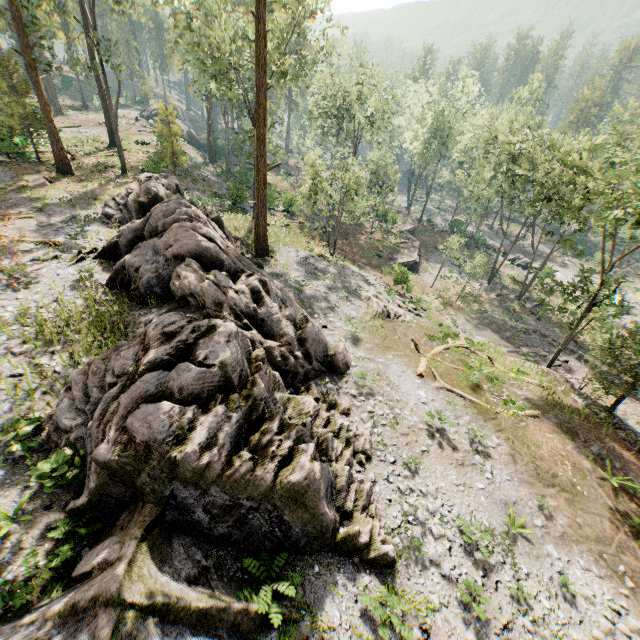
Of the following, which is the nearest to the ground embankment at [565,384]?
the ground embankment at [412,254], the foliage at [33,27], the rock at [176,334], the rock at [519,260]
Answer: the foliage at [33,27]

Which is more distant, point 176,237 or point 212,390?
point 176,237

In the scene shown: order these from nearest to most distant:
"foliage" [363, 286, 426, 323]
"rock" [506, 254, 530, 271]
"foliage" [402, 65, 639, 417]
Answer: "foliage" [402, 65, 639, 417]
"foliage" [363, 286, 426, 323]
"rock" [506, 254, 530, 271]

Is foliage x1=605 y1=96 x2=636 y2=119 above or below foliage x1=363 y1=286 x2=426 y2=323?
above

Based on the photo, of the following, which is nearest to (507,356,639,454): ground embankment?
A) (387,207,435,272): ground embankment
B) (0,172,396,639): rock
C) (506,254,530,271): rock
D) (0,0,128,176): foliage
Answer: (0,0,128,176): foliage

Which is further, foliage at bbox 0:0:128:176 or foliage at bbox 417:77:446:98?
foliage at bbox 417:77:446:98

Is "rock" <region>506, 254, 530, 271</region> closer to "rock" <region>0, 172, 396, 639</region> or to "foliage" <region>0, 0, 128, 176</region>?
"foliage" <region>0, 0, 128, 176</region>

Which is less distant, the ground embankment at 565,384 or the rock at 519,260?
the ground embankment at 565,384
